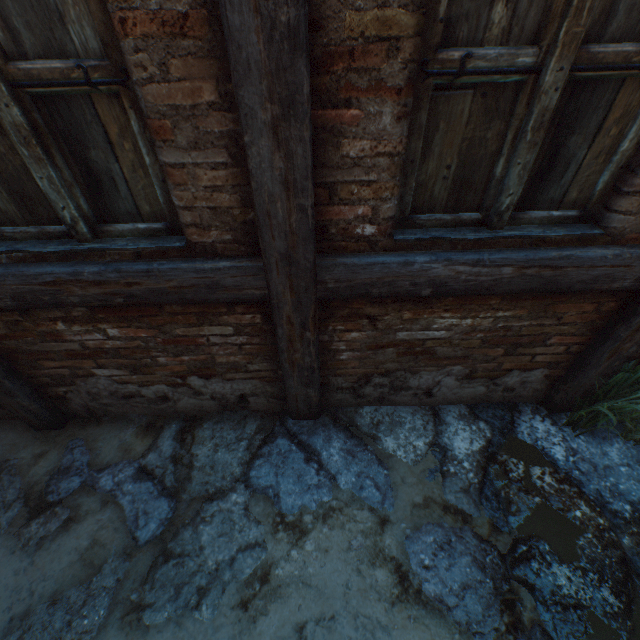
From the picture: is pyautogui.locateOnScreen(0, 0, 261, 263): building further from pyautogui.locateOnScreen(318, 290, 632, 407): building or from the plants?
the plants

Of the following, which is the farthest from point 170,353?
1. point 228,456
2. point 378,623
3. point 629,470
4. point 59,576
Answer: point 629,470

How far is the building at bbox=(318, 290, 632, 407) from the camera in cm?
182

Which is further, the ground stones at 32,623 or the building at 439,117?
the ground stones at 32,623

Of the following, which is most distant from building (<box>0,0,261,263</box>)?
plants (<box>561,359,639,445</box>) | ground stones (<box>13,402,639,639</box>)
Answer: plants (<box>561,359,639,445</box>)

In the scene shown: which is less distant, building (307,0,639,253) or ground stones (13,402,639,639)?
building (307,0,639,253)

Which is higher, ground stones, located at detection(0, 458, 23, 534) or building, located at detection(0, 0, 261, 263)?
building, located at detection(0, 0, 261, 263)

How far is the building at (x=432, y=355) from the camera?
1.82m
